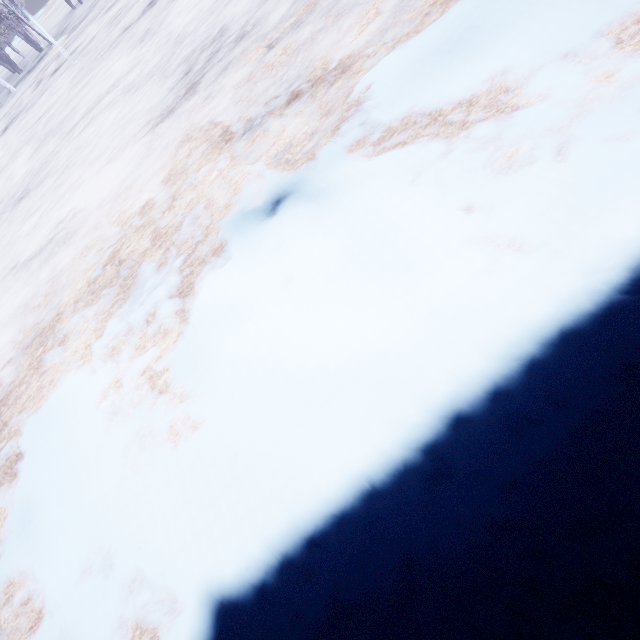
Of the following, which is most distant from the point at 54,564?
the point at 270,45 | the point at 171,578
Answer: the point at 270,45
